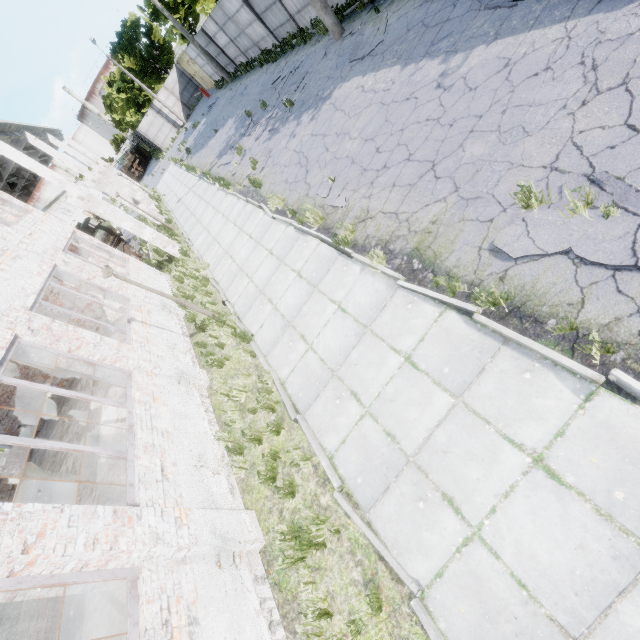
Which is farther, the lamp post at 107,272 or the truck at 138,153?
the truck at 138,153

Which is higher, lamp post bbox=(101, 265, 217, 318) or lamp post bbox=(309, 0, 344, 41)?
lamp post bbox=(101, 265, 217, 318)

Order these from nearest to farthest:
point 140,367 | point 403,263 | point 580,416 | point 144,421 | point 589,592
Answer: point 589,592 < point 580,416 < point 403,263 < point 144,421 < point 140,367

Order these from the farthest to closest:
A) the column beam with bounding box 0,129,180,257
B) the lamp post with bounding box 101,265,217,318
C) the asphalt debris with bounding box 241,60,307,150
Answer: the asphalt debris with bounding box 241,60,307,150 → the column beam with bounding box 0,129,180,257 → the lamp post with bounding box 101,265,217,318

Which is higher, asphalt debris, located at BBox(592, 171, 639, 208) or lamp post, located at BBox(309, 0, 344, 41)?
lamp post, located at BBox(309, 0, 344, 41)

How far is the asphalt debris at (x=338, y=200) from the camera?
7.90m

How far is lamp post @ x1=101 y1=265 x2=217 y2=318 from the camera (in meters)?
7.41

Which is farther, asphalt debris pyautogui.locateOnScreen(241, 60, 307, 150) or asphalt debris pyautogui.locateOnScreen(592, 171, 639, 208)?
asphalt debris pyautogui.locateOnScreen(241, 60, 307, 150)
